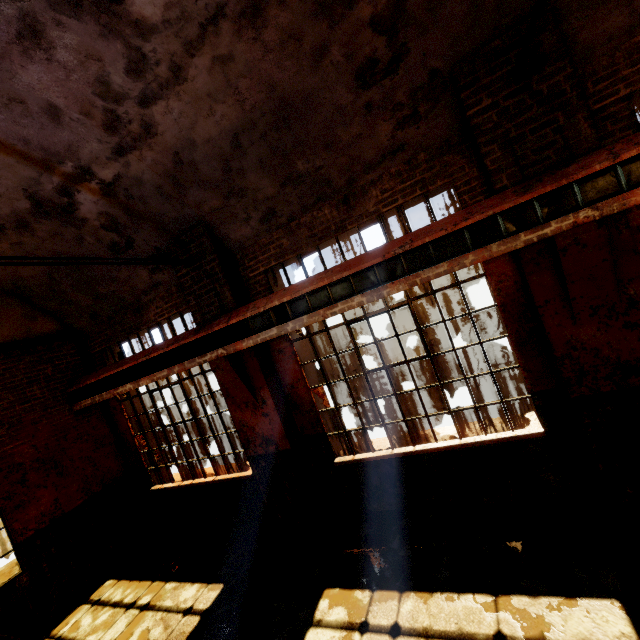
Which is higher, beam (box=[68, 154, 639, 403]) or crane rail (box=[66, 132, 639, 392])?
crane rail (box=[66, 132, 639, 392])

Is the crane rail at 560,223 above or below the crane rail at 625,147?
below

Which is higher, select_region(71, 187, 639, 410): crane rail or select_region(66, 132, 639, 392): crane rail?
select_region(66, 132, 639, 392): crane rail

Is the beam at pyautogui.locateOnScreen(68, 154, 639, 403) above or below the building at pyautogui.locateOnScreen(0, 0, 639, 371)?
below

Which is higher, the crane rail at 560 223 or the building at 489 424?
the crane rail at 560 223

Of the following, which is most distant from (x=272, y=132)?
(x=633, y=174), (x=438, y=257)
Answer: (x=633, y=174)

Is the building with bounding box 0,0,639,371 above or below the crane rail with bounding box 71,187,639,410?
above
